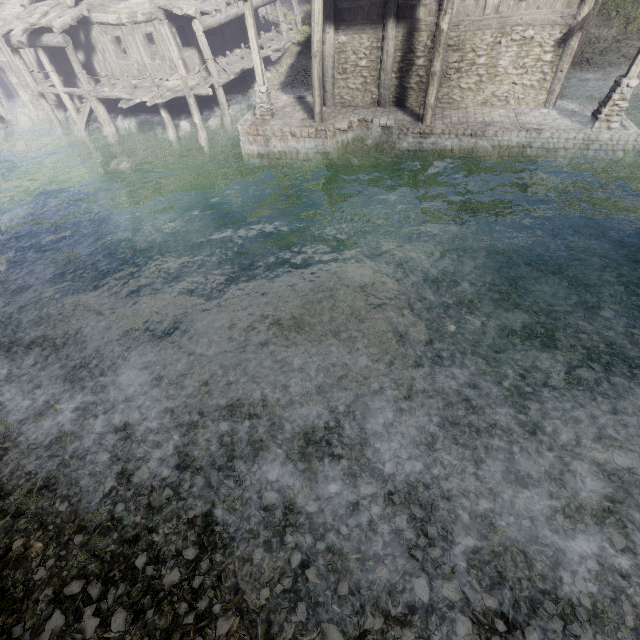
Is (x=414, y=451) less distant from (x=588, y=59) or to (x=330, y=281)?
(x=330, y=281)

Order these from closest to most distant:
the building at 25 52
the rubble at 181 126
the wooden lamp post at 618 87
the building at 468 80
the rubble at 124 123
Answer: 1. the wooden lamp post at 618 87
2. the building at 468 80
3. the building at 25 52
4. the rubble at 181 126
5. the rubble at 124 123

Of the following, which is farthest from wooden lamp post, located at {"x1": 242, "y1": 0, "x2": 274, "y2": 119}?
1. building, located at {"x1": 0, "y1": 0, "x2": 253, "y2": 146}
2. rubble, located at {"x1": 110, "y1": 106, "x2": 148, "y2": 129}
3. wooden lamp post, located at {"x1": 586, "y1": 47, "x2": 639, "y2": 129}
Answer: wooden lamp post, located at {"x1": 586, "y1": 47, "x2": 639, "y2": 129}

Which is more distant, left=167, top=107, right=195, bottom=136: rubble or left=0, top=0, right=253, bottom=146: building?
left=167, top=107, right=195, bottom=136: rubble

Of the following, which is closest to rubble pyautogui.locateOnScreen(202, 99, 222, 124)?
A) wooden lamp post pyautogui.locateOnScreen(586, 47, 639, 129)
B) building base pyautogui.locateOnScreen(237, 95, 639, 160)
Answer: building base pyautogui.locateOnScreen(237, 95, 639, 160)

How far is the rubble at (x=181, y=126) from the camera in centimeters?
1869cm

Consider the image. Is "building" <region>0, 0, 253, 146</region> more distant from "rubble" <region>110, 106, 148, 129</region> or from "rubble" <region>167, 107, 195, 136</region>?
"rubble" <region>110, 106, 148, 129</region>

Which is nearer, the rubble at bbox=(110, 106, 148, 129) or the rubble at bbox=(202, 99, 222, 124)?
the rubble at bbox=(202, 99, 222, 124)
